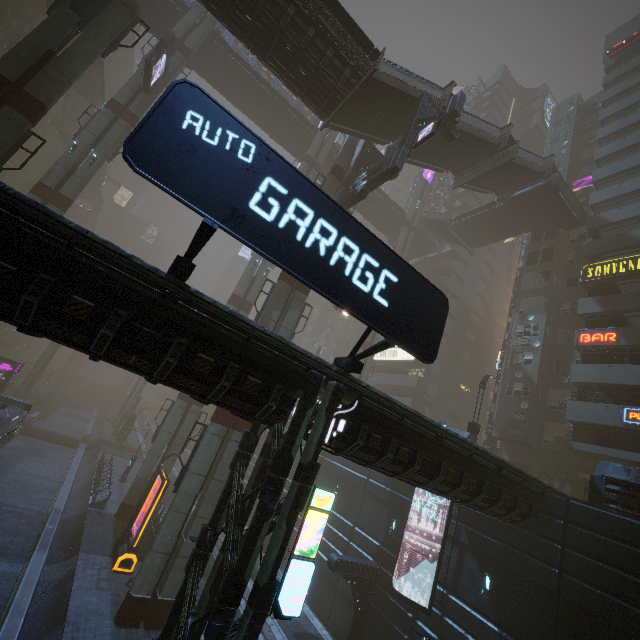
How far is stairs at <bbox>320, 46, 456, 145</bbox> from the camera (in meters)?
18.94

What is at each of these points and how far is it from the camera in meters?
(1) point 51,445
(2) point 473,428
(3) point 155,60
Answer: (1) train rail, 36.2
(2) street light, 21.8
(3) sign, 24.0

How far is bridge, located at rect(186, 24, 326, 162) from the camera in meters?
32.7

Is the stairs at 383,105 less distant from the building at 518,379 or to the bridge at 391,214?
the bridge at 391,214

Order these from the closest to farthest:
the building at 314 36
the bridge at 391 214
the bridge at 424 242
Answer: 1. the building at 314 36
2. the bridge at 391 214
3. the bridge at 424 242

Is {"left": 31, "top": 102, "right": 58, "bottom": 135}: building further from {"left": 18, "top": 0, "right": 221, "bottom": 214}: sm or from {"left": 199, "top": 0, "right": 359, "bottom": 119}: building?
{"left": 199, "top": 0, "right": 359, "bottom": 119}: building

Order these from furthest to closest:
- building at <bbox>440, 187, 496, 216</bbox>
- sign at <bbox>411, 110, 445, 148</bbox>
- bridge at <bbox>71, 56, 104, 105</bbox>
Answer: building at <bbox>440, 187, 496, 216</bbox> < bridge at <bbox>71, 56, 104, 105</bbox> < sign at <bbox>411, 110, 445, 148</bbox>

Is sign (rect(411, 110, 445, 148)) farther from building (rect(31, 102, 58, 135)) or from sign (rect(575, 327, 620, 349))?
sign (rect(575, 327, 620, 349))
